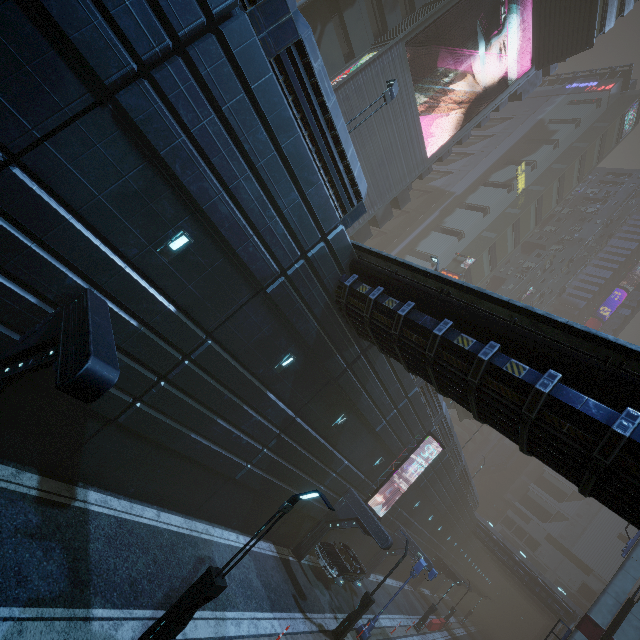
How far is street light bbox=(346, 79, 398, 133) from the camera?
13.2m

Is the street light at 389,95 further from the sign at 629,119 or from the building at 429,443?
the sign at 629,119

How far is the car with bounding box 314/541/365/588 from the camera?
18.2 meters

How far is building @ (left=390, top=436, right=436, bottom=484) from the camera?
23.12m

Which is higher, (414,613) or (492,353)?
(492,353)

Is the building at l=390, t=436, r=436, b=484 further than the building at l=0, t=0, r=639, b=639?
Yes

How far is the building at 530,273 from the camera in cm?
5828

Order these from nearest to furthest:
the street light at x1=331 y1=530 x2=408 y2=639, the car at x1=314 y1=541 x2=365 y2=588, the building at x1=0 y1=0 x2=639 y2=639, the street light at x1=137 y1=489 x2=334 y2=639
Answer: the building at x1=0 y1=0 x2=639 y2=639
the street light at x1=137 y1=489 x2=334 y2=639
the street light at x1=331 y1=530 x2=408 y2=639
the car at x1=314 y1=541 x2=365 y2=588
